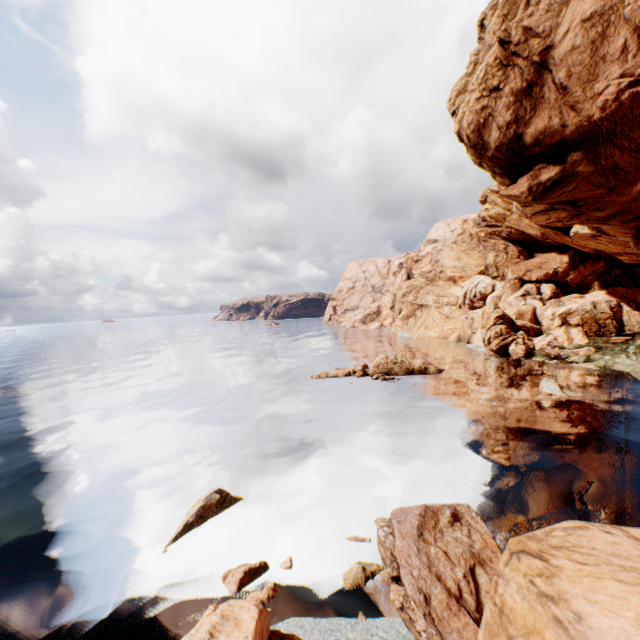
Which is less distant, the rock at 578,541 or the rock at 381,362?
the rock at 578,541

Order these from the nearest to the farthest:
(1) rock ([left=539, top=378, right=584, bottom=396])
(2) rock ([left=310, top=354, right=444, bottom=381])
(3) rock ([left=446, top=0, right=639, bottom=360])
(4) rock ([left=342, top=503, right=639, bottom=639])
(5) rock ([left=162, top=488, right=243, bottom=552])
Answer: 1. (4) rock ([left=342, top=503, right=639, bottom=639])
2. (5) rock ([left=162, top=488, right=243, bottom=552])
3. (3) rock ([left=446, top=0, right=639, bottom=360])
4. (1) rock ([left=539, top=378, right=584, bottom=396])
5. (2) rock ([left=310, top=354, right=444, bottom=381])

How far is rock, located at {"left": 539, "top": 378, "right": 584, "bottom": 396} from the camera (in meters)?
30.52

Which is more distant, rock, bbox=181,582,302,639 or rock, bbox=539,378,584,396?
rock, bbox=539,378,584,396

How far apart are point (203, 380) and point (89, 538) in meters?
31.1 m

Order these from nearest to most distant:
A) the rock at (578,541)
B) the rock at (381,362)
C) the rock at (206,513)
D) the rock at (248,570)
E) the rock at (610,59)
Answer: the rock at (578,541) → the rock at (248,570) → the rock at (206,513) → the rock at (610,59) → the rock at (381,362)
